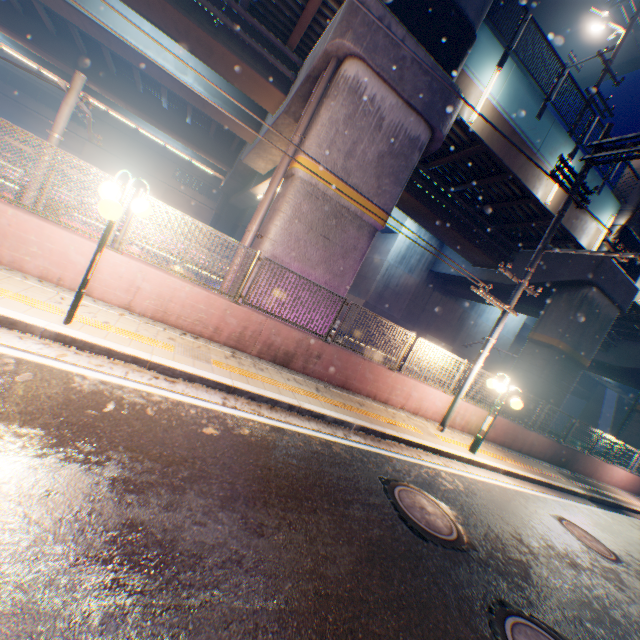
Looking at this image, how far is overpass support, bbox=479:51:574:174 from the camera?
10.8 meters

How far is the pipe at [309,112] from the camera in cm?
850

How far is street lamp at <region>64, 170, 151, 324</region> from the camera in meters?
4.2

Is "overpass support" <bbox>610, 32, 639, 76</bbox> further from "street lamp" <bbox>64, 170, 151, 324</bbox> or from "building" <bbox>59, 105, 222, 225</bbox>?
"building" <bbox>59, 105, 222, 225</bbox>

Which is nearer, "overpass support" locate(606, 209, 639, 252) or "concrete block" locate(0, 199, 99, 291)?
"concrete block" locate(0, 199, 99, 291)

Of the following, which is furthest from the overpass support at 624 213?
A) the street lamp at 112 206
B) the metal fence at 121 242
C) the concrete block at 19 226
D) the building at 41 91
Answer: the building at 41 91

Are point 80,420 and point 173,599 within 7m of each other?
yes

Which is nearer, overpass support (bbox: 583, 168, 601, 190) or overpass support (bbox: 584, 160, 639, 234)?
overpass support (bbox: 583, 168, 601, 190)
